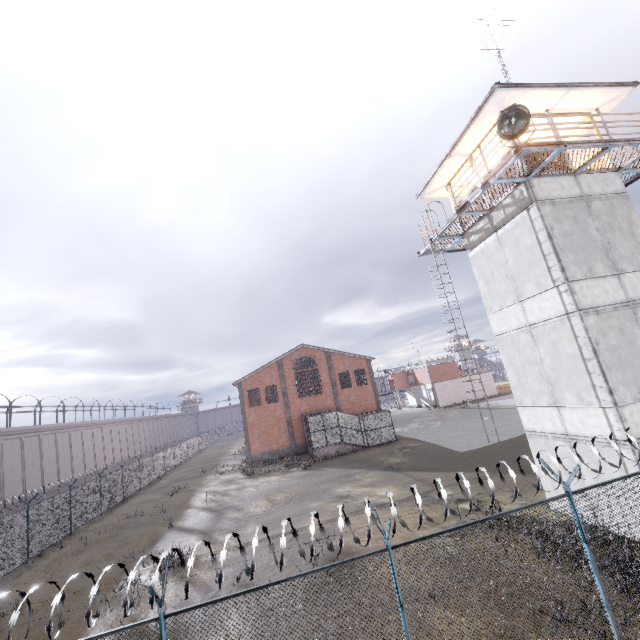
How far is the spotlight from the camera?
9.6m

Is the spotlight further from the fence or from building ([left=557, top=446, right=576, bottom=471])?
the fence

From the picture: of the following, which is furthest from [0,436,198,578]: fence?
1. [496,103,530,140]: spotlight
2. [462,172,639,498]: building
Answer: [496,103,530,140]: spotlight

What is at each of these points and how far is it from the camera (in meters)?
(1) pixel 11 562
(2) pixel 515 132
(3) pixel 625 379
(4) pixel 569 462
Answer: (1) fence, 16.55
(2) spotlight, 9.96
(3) building, 9.77
(4) building, 11.30

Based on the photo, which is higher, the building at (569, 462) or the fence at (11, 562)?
the building at (569, 462)

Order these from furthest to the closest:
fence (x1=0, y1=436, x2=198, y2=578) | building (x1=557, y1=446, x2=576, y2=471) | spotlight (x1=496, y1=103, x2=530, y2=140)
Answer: fence (x1=0, y1=436, x2=198, y2=578)
building (x1=557, y1=446, x2=576, y2=471)
spotlight (x1=496, y1=103, x2=530, y2=140)

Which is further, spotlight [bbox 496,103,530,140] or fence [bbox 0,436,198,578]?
fence [bbox 0,436,198,578]

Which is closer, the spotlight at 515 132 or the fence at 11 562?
the spotlight at 515 132
